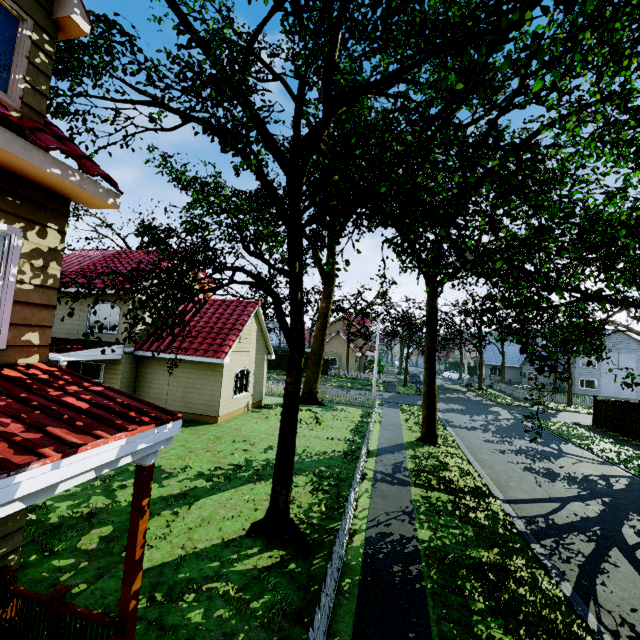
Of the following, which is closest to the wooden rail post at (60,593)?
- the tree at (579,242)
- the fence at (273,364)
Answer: the fence at (273,364)

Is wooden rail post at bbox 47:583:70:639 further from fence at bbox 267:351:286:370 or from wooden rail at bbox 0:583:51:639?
fence at bbox 267:351:286:370

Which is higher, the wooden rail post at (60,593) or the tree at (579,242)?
the tree at (579,242)

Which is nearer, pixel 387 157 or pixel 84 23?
pixel 84 23

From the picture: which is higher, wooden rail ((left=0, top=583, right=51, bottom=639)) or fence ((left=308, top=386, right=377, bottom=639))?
wooden rail ((left=0, top=583, right=51, bottom=639))

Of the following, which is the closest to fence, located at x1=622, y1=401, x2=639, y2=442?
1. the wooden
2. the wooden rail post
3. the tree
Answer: the tree

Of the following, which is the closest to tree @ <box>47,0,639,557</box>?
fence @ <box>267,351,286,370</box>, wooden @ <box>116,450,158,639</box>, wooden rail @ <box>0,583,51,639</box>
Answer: fence @ <box>267,351,286,370</box>

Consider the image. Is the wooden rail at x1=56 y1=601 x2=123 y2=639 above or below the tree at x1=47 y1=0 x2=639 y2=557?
below
